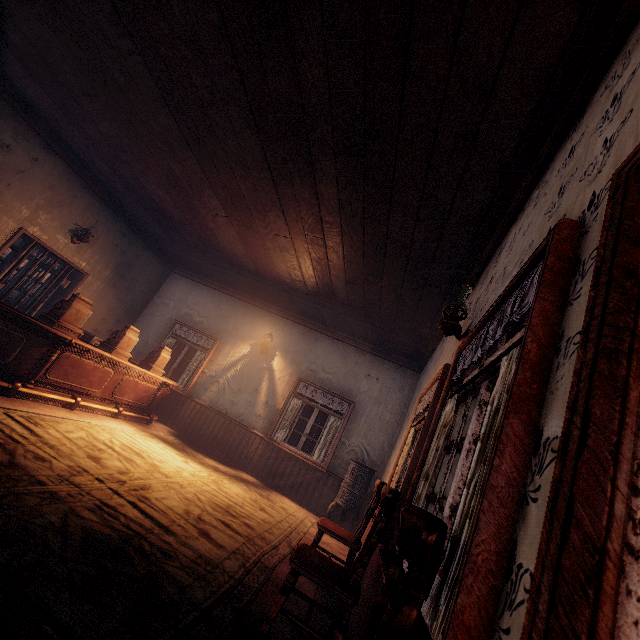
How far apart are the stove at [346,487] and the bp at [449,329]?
4.0m

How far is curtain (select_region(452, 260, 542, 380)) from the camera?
1.4m

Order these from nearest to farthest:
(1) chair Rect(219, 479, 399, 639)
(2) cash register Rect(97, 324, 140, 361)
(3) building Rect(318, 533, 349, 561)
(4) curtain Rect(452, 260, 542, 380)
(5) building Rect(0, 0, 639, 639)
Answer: (5) building Rect(0, 0, 639, 639) → (4) curtain Rect(452, 260, 542, 380) → (1) chair Rect(219, 479, 399, 639) → (3) building Rect(318, 533, 349, 561) → (2) cash register Rect(97, 324, 140, 361)

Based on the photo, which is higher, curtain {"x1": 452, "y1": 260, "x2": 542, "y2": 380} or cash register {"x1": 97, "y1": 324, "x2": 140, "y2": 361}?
curtain {"x1": 452, "y1": 260, "x2": 542, "y2": 380}

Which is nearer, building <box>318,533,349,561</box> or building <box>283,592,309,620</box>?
building <box>283,592,309,620</box>

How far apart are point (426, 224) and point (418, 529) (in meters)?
3.25

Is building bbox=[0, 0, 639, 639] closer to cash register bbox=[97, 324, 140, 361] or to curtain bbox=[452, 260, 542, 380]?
curtain bbox=[452, 260, 542, 380]

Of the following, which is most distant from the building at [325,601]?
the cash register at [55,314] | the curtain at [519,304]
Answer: the cash register at [55,314]
